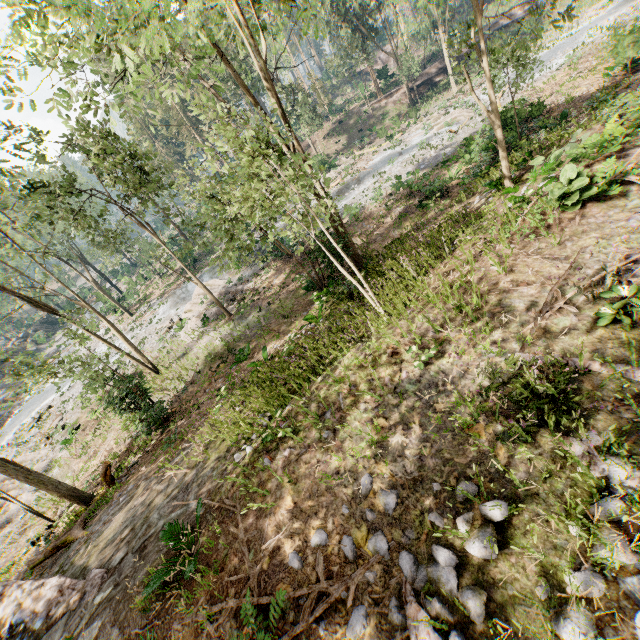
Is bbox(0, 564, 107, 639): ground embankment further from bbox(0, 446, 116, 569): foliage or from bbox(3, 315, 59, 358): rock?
bbox(3, 315, 59, 358): rock

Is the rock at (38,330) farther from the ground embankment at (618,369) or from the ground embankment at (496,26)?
the ground embankment at (496,26)

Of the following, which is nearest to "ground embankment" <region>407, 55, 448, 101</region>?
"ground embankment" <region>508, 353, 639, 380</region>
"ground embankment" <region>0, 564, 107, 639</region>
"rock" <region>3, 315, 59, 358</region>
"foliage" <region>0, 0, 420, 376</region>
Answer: "foliage" <region>0, 0, 420, 376</region>

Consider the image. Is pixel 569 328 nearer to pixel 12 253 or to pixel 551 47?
pixel 12 253

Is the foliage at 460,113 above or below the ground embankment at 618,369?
below

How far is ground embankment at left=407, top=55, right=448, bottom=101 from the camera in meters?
40.9

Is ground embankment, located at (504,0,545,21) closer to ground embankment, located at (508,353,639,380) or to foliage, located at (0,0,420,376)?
foliage, located at (0,0,420,376)
